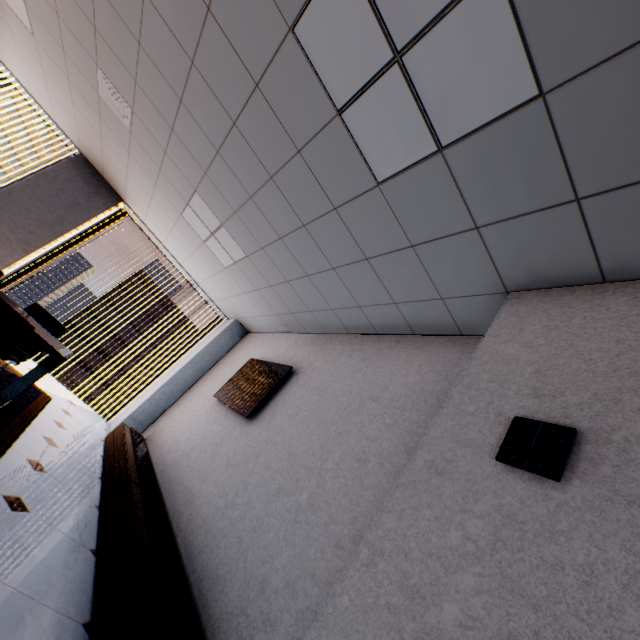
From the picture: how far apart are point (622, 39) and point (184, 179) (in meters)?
3.99

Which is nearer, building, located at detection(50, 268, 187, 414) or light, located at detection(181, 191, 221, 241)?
light, located at detection(181, 191, 221, 241)

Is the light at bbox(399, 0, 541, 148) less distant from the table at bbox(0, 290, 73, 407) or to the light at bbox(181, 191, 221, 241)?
the light at bbox(181, 191, 221, 241)

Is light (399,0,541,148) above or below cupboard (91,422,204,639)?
above

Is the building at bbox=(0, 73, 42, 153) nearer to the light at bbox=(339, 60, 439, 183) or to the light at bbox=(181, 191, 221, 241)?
the light at bbox=(181, 191, 221, 241)

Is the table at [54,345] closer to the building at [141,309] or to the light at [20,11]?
the light at [20,11]

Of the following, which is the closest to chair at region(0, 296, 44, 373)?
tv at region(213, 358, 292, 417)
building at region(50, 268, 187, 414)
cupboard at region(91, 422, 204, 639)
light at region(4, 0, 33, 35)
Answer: cupboard at region(91, 422, 204, 639)

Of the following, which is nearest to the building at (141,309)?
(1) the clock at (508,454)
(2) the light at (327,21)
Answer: (2) the light at (327,21)
